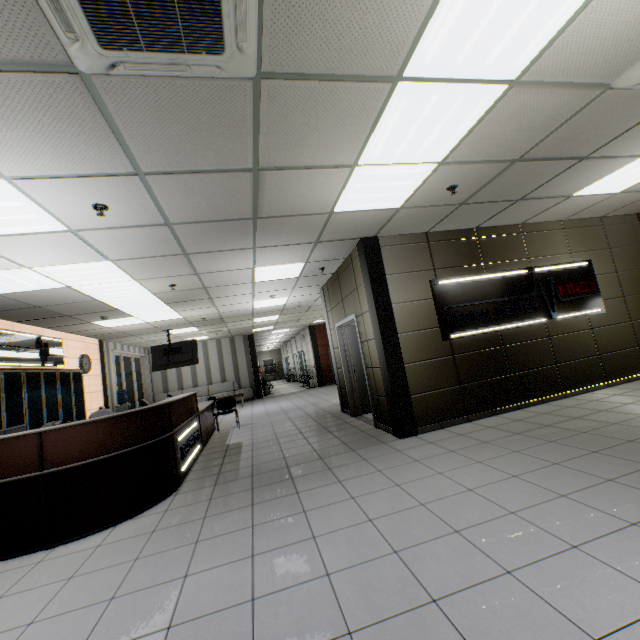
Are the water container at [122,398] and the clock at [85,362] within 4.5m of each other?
yes

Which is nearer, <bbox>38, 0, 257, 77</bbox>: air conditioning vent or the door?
<bbox>38, 0, 257, 77</bbox>: air conditioning vent

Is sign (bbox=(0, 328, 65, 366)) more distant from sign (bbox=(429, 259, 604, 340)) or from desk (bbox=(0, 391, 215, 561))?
sign (bbox=(429, 259, 604, 340))

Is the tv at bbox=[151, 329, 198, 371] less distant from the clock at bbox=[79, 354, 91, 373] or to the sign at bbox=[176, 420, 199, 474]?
the clock at bbox=[79, 354, 91, 373]

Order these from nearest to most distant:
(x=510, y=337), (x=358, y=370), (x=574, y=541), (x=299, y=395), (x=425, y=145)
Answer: (x=574, y=541)
(x=425, y=145)
(x=510, y=337)
(x=358, y=370)
(x=299, y=395)

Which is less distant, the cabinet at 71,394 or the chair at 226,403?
the cabinet at 71,394

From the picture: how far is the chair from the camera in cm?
829

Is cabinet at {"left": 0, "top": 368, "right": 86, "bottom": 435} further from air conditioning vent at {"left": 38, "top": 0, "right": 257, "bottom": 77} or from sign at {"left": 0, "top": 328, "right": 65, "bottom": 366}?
air conditioning vent at {"left": 38, "top": 0, "right": 257, "bottom": 77}
